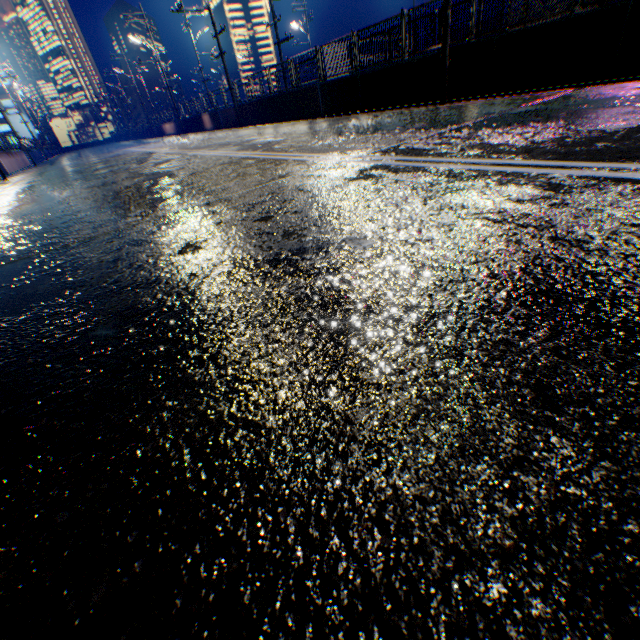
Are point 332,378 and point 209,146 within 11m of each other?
no

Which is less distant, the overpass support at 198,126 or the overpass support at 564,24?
the overpass support at 564,24

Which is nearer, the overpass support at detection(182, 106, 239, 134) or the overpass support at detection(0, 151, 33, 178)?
the overpass support at detection(0, 151, 33, 178)

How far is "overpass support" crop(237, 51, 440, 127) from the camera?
10.41m

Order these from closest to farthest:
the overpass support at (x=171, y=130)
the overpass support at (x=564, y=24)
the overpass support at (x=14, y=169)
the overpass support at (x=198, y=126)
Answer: the overpass support at (x=564, y=24)
the overpass support at (x=14, y=169)
the overpass support at (x=198, y=126)
the overpass support at (x=171, y=130)
